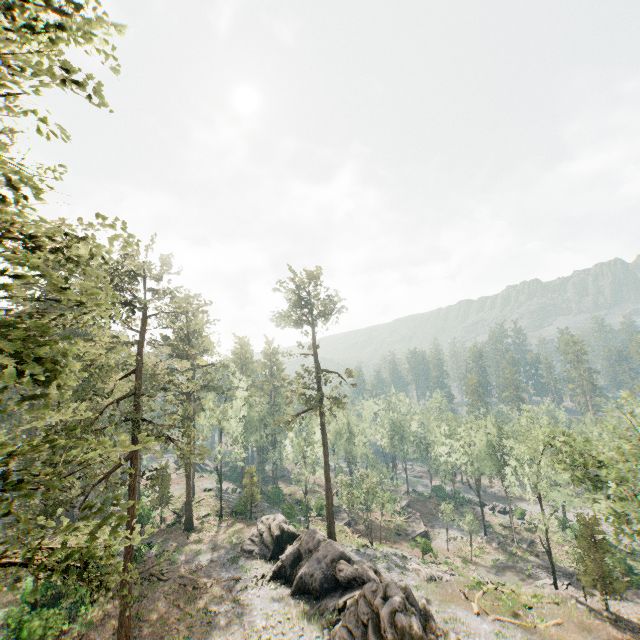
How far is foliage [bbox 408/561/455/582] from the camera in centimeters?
3409cm

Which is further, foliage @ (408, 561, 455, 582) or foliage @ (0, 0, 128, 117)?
foliage @ (408, 561, 455, 582)

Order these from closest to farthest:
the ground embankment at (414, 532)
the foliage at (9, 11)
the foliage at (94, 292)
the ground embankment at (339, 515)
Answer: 1. the foliage at (94, 292)
2. the foliage at (9, 11)
3. the ground embankment at (414, 532)
4. the ground embankment at (339, 515)

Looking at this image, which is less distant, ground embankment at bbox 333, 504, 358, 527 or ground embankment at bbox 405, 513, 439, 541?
ground embankment at bbox 405, 513, 439, 541

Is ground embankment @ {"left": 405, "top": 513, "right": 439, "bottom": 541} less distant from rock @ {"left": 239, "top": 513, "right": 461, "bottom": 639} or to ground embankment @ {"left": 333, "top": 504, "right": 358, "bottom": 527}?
ground embankment @ {"left": 333, "top": 504, "right": 358, "bottom": 527}

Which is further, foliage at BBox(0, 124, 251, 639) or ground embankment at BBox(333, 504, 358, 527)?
ground embankment at BBox(333, 504, 358, 527)

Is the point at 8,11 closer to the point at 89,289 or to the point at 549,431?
the point at 89,289

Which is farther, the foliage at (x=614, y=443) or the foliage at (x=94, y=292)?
the foliage at (x=614, y=443)
